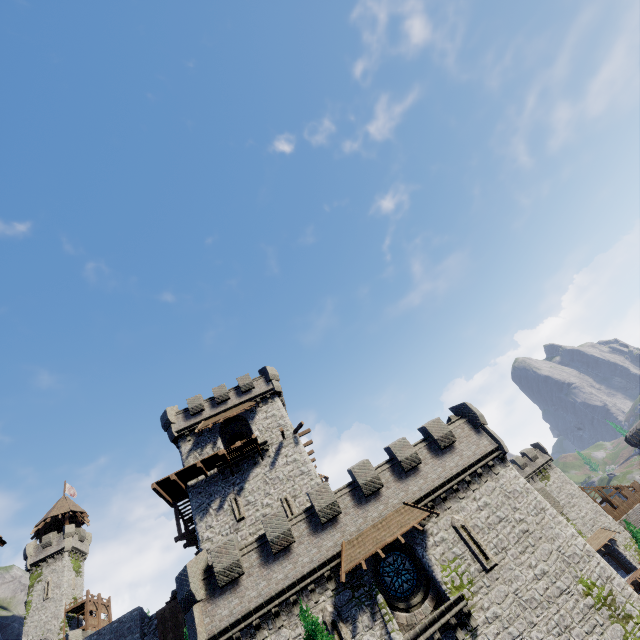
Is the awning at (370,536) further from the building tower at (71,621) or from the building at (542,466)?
the building tower at (71,621)

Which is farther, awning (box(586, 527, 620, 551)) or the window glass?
awning (box(586, 527, 620, 551))

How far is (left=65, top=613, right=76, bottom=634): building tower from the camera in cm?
4394

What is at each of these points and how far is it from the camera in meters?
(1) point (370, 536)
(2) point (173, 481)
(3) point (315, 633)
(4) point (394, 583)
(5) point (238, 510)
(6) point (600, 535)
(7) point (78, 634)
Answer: (1) awning, 17.7 m
(2) walkway, 24.8 m
(3) tree, 12.9 m
(4) window glass, 17.4 m
(5) window slit, 24.6 m
(6) awning, 43.9 m
(7) building, 39.9 m

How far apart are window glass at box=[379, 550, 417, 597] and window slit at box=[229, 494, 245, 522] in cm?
1083

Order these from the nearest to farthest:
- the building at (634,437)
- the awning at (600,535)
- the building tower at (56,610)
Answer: the awning at (600,535), the building tower at (56,610), the building at (634,437)

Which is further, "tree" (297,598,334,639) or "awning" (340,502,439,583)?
"awning" (340,502,439,583)

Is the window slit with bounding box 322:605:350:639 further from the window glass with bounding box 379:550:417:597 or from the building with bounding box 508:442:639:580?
the building with bounding box 508:442:639:580
